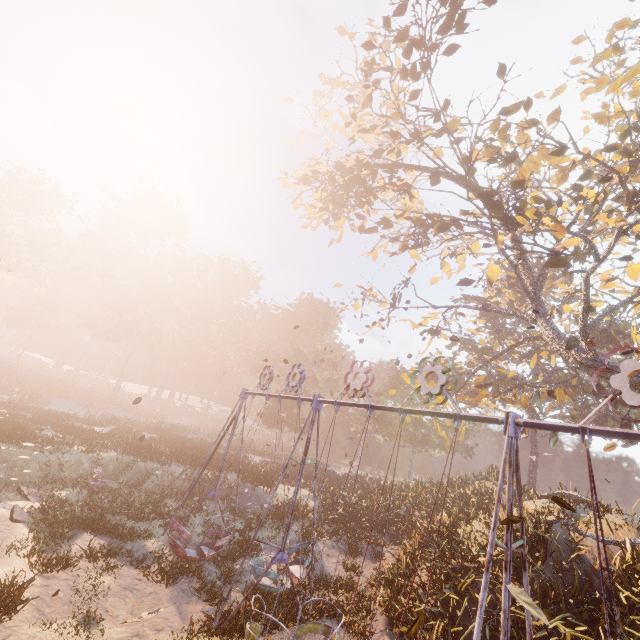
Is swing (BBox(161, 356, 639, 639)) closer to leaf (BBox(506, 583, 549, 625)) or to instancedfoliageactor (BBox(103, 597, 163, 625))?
leaf (BBox(506, 583, 549, 625))

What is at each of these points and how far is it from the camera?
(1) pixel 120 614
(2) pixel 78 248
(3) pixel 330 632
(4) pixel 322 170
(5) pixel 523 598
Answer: (1) instancedfoliageactor, 8.1 meters
(2) instancedfoliageactor, 56.0 meters
(3) swing, 7.8 meters
(4) tree, 18.5 meters
(5) leaf, 3.1 meters

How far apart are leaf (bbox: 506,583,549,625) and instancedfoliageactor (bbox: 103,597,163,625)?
8.3m

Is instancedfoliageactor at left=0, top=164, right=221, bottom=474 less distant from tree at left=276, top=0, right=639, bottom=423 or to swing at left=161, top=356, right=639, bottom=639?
swing at left=161, top=356, right=639, bottom=639

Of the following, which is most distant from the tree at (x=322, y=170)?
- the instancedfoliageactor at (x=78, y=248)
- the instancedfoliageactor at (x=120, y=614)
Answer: the instancedfoliageactor at (x=78, y=248)

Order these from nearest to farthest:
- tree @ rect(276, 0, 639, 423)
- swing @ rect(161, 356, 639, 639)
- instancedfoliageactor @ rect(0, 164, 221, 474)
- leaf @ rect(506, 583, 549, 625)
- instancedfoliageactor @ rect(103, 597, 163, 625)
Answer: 1. leaf @ rect(506, 583, 549, 625)
2. swing @ rect(161, 356, 639, 639)
3. instancedfoliageactor @ rect(103, 597, 163, 625)
4. tree @ rect(276, 0, 639, 423)
5. instancedfoliageactor @ rect(0, 164, 221, 474)

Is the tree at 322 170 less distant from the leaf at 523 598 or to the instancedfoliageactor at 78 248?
the leaf at 523 598

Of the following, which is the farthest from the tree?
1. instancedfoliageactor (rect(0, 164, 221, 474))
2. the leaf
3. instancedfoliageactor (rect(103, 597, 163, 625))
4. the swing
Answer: instancedfoliageactor (rect(0, 164, 221, 474))
